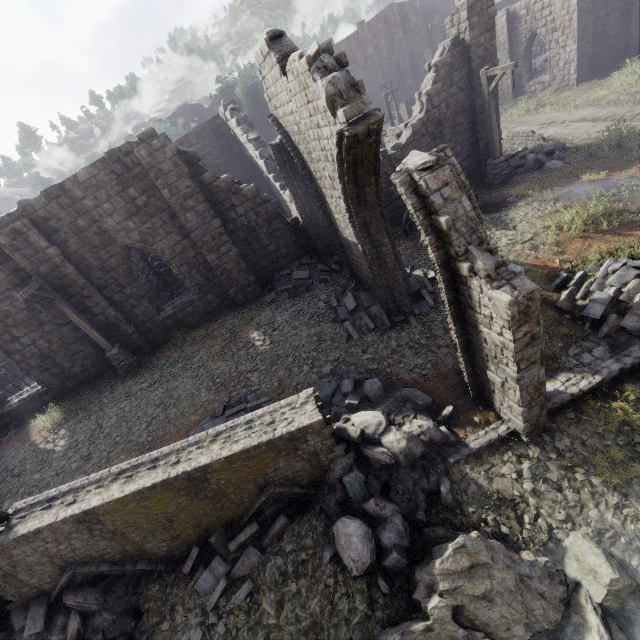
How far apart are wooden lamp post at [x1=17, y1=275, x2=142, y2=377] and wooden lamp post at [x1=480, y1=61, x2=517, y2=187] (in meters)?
17.49

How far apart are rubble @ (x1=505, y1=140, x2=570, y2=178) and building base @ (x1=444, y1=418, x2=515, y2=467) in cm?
1318

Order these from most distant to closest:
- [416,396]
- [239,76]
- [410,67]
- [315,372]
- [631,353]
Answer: [410,67] < [239,76] < [315,372] < [416,396] < [631,353]

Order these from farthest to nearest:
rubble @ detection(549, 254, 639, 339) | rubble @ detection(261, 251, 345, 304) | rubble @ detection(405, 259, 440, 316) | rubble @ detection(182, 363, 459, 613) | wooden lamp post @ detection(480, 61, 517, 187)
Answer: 1. rubble @ detection(261, 251, 345, 304)
2. wooden lamp post @ detection(480, 61, 517, 187)
3. rubble @ detection(405, 259, 440, 316)
4. rubble @ detection(549, 254, 639, 339)
5. rubble @ detection(182, 363, 459, 613)

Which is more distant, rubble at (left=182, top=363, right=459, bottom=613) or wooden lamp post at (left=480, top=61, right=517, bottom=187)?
wooden lamp post at (left=480, top=61, right=517, bottom=187)

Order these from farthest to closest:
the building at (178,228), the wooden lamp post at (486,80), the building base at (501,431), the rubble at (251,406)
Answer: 1. the wooden lamp post at (486,80)
2. the building at (178,228)
3. the rubble at (251,406)
4. the building base at (501,431)

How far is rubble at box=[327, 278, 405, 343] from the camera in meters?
10.0 m

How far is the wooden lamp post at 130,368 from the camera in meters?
10.8
